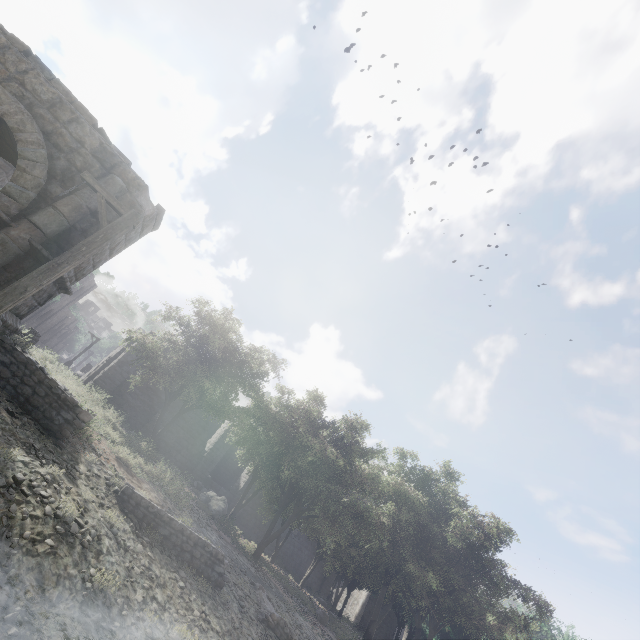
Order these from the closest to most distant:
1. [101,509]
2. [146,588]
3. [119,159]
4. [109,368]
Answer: [146,588], [101,509], [119,159], [109,368]

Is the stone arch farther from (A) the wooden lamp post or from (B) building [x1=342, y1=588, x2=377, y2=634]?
(A) the wooden lamp post

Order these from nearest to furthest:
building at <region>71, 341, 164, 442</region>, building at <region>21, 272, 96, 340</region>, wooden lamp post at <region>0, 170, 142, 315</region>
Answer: wooden lamp post at <region>0, 170, 142, 315</region>, building at <region>71, 341, 164, 442</region>, building at <region>21, 272, 96, 340</region>

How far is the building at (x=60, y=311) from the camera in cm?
5088

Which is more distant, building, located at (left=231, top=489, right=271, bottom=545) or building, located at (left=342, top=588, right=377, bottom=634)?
building, located at (left=342, top=588, right=377, bottom=634)
